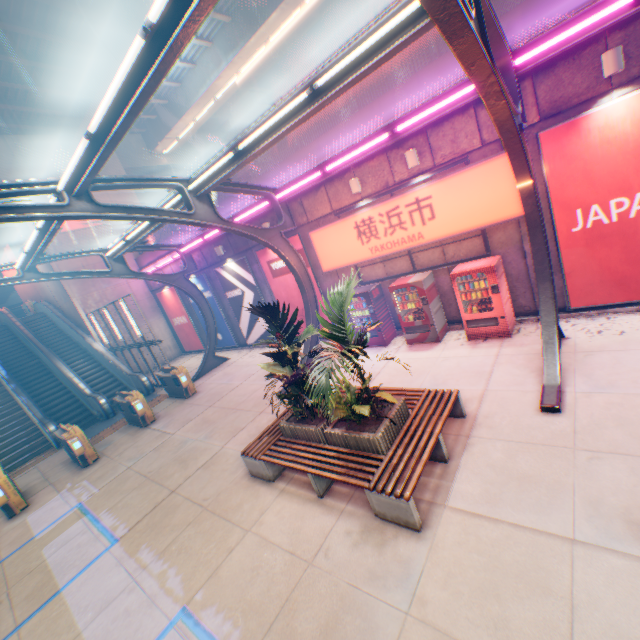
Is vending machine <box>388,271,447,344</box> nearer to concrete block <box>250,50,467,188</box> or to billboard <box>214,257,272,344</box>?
concrete block <box>250,50,467,188</box>

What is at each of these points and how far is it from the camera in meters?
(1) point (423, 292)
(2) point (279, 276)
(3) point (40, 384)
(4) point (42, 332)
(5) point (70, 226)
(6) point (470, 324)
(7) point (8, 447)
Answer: (1) vending machine, 9.4
(2) billboard, 13.9
(3) steps, 16.7
(4) steps, 20.0
(5) sign, 18.7
(6) vending machine, 9.0
(7) steps, 13.6

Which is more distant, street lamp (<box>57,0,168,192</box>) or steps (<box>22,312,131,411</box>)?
steps (<box>22,312,131,411</box>)

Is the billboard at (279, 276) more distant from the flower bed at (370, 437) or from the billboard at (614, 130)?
the billboard at (614, 130)

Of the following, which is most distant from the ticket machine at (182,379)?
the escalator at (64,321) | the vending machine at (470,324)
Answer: the vending machine at (470,324)

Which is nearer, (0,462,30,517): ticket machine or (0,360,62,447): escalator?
(0,462,30,517): ticket machine

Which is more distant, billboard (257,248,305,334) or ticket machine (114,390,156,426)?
billboard (257,248,305,334)

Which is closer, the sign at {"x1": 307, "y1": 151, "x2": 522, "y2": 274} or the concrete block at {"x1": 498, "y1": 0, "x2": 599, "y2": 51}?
the concrete block at {"x1": 498, "y1": 0, "x2": 599, "y2": 51}
